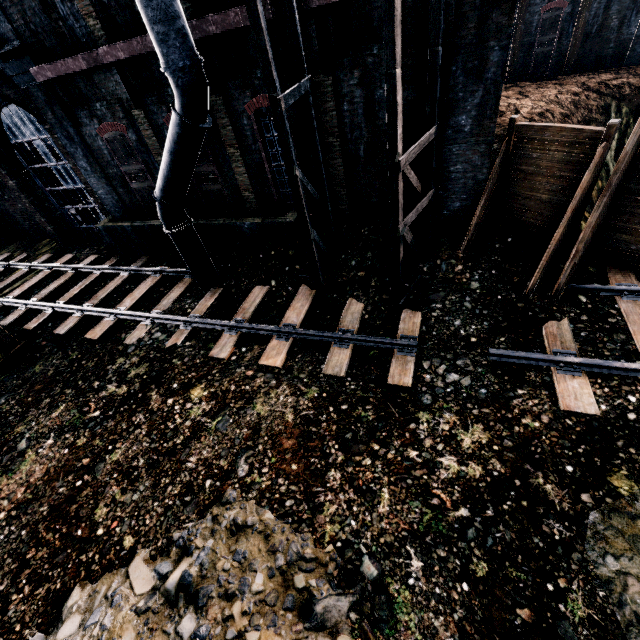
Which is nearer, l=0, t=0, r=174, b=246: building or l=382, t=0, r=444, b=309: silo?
l=382, t=0, r=444, b=309: silo

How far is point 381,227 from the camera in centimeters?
1162cm

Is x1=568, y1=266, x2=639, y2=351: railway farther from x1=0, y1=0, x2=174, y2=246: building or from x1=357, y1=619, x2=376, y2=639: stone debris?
A: x1=357, y1=619, x2=376, y2=639: stone debris

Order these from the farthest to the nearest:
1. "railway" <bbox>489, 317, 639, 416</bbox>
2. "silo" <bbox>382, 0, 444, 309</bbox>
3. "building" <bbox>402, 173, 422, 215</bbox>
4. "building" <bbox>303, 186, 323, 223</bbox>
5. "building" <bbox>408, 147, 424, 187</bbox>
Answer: "building" <bbox>303, 186, 323, 223</bbox> → "building" <bbox>402, 173, 422, 215</bbox> → "building" <bbox>408, 147, 424, 187</bbox> → "railway" <bbox>489, 317, 639, 416</bbox> → "silo" <bbox>382, 0, 444, 309</bbox>

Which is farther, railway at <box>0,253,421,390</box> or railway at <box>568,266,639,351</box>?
railway at <box>0,253,421,390</box>

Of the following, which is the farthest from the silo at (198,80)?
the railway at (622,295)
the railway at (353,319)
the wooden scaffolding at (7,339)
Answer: the wooden scaffolding at (7,339)

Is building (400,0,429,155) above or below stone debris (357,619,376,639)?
above

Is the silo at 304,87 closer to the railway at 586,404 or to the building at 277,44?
the building at 277,44
